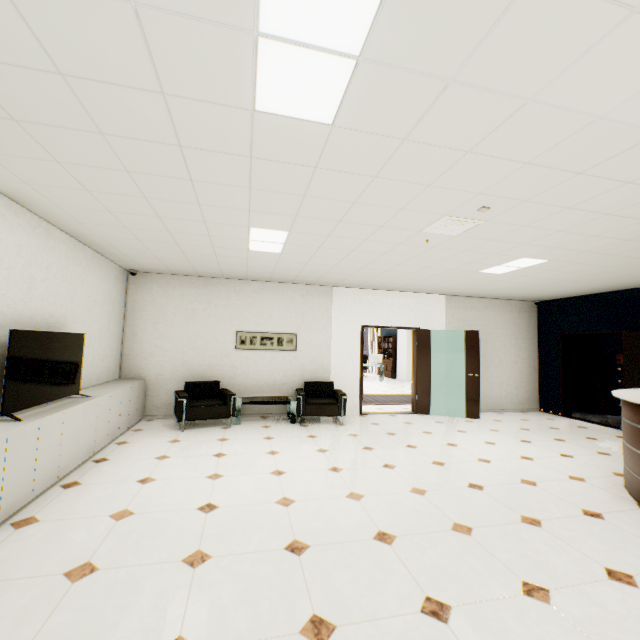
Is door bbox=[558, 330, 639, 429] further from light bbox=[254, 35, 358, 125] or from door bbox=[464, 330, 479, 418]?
light bbox=[254, 35, 358, 125]

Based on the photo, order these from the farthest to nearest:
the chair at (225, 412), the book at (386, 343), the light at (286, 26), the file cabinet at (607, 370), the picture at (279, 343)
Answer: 1. the book at (386, 343)
2. the file cabinet at (607, 370)
3. the picture at (279, 343)
4. the chair at (225, 412)
5. the light at (286, 26)

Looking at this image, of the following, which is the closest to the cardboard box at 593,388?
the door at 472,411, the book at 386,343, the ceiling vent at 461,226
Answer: the door at 472,411

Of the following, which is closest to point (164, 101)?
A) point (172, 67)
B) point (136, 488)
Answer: point (172, 67)

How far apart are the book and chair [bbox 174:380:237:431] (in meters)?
11.29

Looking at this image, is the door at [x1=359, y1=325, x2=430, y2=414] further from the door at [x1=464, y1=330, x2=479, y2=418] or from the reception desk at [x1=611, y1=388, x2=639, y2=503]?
the reception desk at [x1=611, y1=388, x2=639, y2=503]

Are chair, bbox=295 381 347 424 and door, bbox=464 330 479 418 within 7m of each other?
yes

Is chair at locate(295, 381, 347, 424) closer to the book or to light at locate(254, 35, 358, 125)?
light at locate(254, 35, 358, 125)
